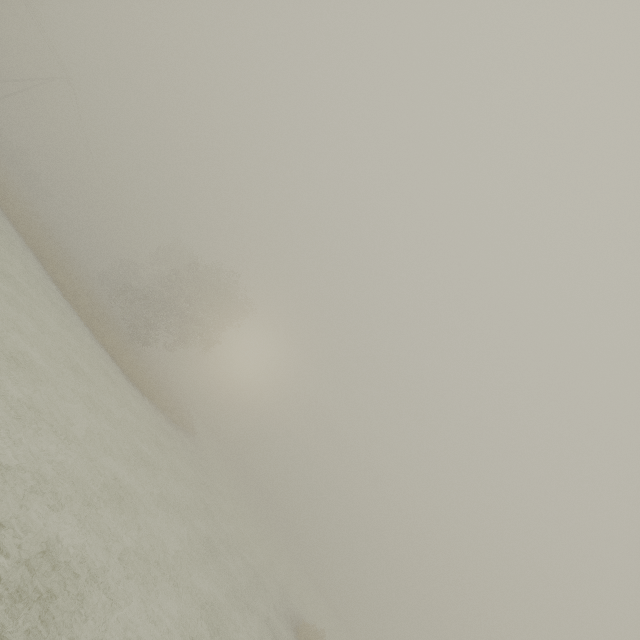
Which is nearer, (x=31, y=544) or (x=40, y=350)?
(x=31, y=544)

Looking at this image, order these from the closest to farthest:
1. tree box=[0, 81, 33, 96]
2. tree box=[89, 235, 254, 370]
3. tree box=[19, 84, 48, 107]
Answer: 1. tree box=[89, 235, 254, 370]
2. tree box=[0, 81, 33, 96]
3. tree box=[19, 84, 48, 107]

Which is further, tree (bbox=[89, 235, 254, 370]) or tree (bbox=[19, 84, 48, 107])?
tree (bbox=[19, 84, 48, 107])

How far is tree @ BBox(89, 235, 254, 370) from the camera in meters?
→ 33.4

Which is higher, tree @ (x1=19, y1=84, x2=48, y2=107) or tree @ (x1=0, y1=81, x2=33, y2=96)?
tree @ (x1=19, y1=84, x2=48, y2=107)

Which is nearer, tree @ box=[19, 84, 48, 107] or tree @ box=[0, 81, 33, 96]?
tree @ box=[0, 81, 33, 96]

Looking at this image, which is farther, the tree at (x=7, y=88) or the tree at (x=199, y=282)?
the tree at (x=7, y=88)

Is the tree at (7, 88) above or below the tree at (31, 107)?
below
